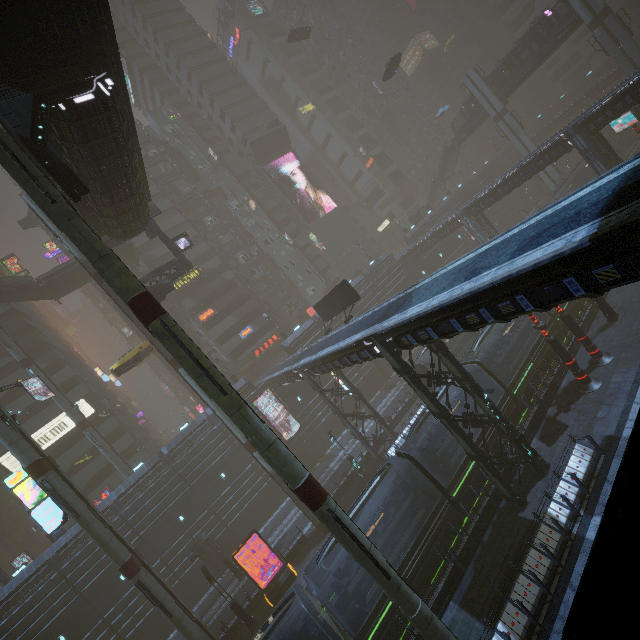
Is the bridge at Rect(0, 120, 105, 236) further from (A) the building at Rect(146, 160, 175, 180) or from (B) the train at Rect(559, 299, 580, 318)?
(B) the train at Rect(559, 299, 580, 318)

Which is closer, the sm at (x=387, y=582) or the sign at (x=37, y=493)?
the sm at (x=387, y=582)

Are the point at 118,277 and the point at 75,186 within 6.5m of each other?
yes

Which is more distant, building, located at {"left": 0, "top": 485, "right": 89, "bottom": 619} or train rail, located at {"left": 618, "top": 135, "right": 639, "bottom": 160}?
train rail, located at {"left": 618, "top": 135, "right": 639, "bottom": 160}

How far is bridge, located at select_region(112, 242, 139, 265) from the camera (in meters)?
42.97

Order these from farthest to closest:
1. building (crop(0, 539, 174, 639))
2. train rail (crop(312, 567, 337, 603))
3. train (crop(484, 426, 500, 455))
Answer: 1. building (crop(0, 539, 174, 639))
2. train rail (crop(312, 567, 337, 603))
3. train (crop(484, 426, 500, 455))

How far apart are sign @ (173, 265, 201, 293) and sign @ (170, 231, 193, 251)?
19.98m

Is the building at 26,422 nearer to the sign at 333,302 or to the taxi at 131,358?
the sign at 333,302
